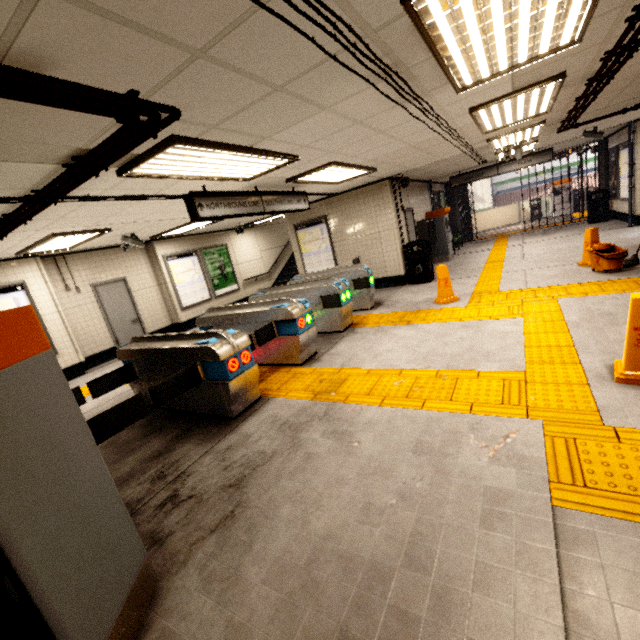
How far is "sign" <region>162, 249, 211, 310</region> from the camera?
10.1m

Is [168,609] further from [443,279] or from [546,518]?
[443,279]

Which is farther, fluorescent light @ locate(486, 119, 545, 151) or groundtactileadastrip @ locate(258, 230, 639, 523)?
fluorescent light @ locate(486, 119, 545, 151)

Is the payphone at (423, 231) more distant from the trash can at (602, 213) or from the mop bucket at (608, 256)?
the trash can at (602, 213)

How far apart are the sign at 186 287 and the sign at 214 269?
0.09m

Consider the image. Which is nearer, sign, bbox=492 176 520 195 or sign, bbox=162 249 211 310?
sign, bbox=162 249 211 310

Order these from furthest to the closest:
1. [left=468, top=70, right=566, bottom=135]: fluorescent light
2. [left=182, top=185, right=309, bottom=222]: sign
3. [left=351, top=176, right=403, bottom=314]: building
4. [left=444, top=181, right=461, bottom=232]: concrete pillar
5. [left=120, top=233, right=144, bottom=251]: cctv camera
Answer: [left=444, top=181, right=461, bottom=232]: concrete pillar
[left=351, top=176, right=403, bottom=314]: building
[left=120, top=233, right=144, bottom=251]: cctv camera
[left=182, top=185, right=309, bottom=222]: sign
[left=468, top=70, right=566, bottom=135]: fluorescent light

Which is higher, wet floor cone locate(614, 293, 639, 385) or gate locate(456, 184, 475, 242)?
gate locate(456, 184, 475, 242)
